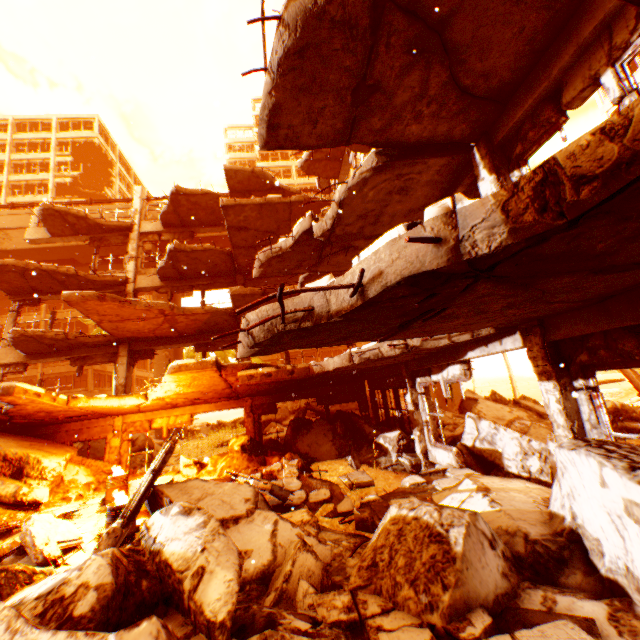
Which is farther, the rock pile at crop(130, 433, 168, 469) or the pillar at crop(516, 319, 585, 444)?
the rock pile at crop(130, 433, 168, 469)

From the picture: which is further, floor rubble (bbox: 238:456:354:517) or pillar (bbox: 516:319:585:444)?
floor rubble (bbox: 238:456:354:517)

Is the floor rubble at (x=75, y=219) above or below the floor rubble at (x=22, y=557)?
above

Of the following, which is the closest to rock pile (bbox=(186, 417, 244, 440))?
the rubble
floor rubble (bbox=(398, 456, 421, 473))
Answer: the rubble

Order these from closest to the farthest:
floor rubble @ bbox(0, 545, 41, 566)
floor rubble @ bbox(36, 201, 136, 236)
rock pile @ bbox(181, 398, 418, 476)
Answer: floor rubble @ bbox(0, 545, 41, 566)
rock pile @ bbox(181, 398, 418, 476)
floor rubble @ bbox(36, 201, 136, 236)

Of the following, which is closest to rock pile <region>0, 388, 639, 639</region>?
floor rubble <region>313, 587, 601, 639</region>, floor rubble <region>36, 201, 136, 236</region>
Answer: floor rubble <region>313, 587, 601, 639</region>

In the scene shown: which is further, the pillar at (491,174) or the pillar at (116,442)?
the pillar at (116,442)

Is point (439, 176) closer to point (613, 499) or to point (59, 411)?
point (613, 499)
